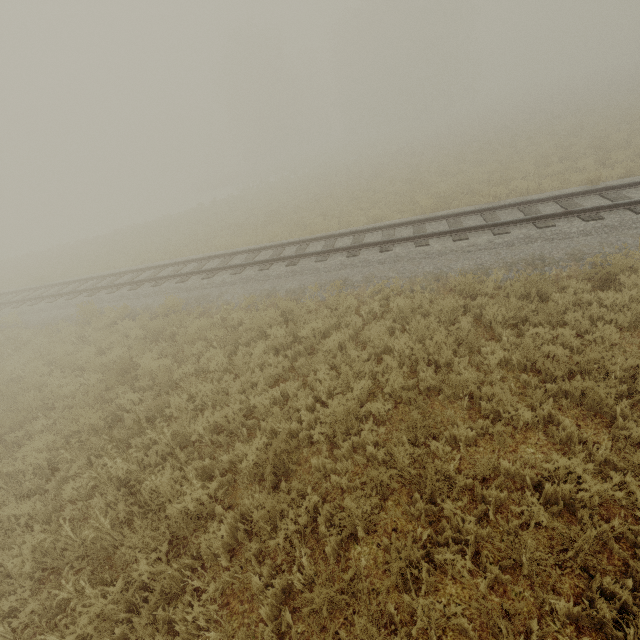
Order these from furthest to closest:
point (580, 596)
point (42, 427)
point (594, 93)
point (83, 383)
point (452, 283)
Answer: point (594, 93) < point (83, 383) < point (452, 283) < point (42, 427) < point (580, 596)
